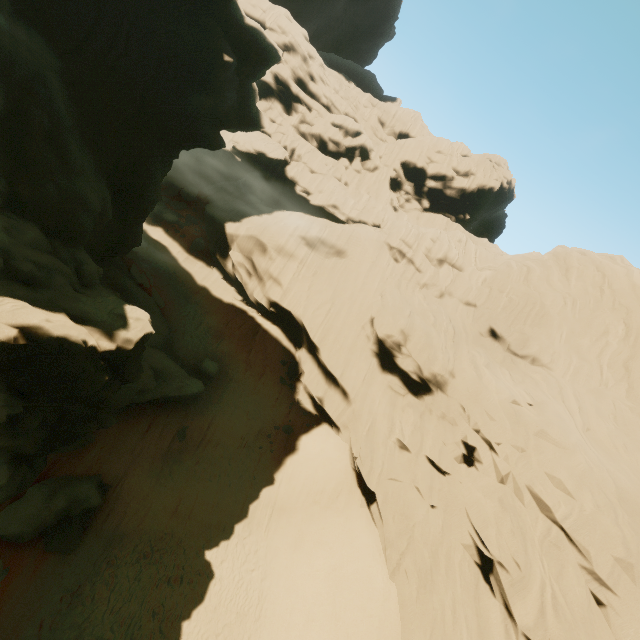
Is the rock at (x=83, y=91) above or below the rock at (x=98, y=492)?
above

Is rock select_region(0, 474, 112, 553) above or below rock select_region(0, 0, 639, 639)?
below

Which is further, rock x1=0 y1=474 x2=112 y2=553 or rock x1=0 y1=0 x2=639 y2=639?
rock x1=0 y1=474 x2=112 y2=553

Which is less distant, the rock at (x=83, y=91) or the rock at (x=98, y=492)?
the rock at (x=83, y=91)

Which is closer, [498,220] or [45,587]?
[45,587]
